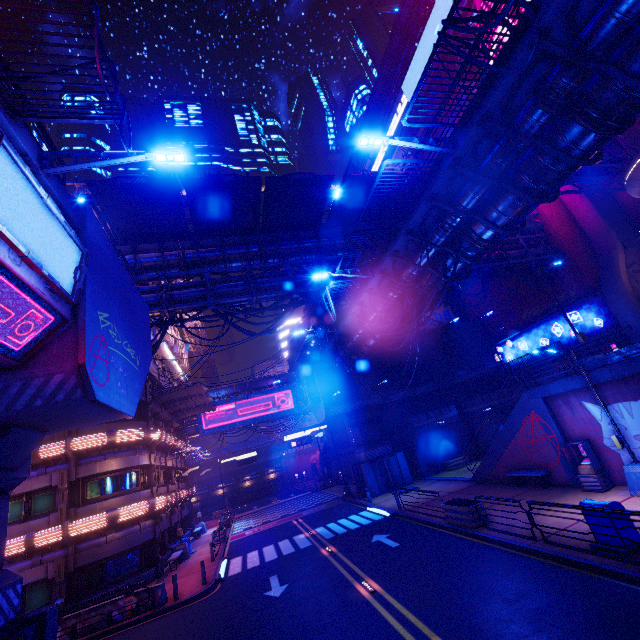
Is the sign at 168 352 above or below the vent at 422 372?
above

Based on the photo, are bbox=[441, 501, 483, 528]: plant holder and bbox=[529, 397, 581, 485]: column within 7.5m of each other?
yes

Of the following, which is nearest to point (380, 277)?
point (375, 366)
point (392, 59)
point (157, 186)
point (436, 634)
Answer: point (157, 186)

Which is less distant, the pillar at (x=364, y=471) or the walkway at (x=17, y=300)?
the walkway at (x=17, y=300)

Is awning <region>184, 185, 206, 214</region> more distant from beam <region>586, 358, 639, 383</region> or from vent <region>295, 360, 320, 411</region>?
beam <region>586, 358, 639, 383</region>

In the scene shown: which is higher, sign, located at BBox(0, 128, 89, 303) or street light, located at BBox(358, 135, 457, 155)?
street light, located at BBox(358, 135, 457, 155)

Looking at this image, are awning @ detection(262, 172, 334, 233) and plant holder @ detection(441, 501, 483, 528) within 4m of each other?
no

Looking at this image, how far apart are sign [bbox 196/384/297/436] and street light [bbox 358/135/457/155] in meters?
41.9
